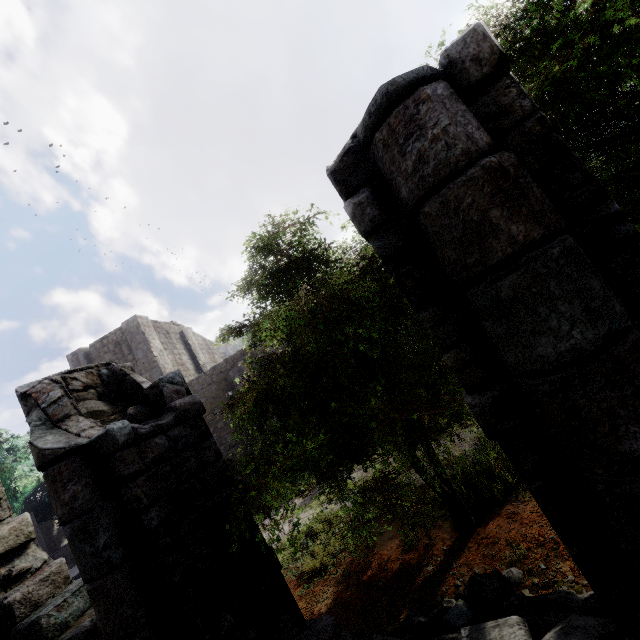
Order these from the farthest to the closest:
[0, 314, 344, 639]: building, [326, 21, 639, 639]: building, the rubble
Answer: the rubble, [0, 314, 344, 639]: building, [326, 21, 639, 639]: building

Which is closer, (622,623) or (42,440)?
(622,623)

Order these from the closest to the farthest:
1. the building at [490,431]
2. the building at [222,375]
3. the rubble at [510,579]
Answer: the building at [490,431] < the building at [222,375] < the rubble at [510,579]

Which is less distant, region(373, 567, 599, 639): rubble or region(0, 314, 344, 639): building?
region(0, 314, 344, 639): building

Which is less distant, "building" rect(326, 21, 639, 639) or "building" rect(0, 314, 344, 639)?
"building" rect(326, 21, 639, 639)

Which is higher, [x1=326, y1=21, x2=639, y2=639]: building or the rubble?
[x1=326, y1=21, x2=639, y2=639]: building

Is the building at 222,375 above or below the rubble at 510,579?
above
